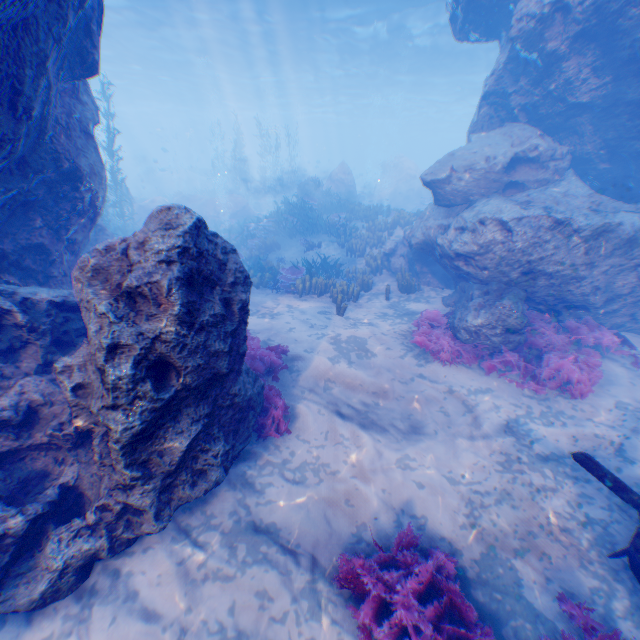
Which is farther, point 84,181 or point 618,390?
point 618,390

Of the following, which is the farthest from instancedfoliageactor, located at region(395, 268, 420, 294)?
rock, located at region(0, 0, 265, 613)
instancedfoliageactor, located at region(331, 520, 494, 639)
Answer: instancedfoliageactor, located at region(331, 520, 494, 639)

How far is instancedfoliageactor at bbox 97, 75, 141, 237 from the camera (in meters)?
14.08

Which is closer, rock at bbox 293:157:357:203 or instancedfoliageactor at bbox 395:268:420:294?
instancedfoliageactor at bbox 395:268:420:294

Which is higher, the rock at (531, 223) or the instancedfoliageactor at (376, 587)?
the rock at (531, 223)

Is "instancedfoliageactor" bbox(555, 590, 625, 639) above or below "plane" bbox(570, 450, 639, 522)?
below

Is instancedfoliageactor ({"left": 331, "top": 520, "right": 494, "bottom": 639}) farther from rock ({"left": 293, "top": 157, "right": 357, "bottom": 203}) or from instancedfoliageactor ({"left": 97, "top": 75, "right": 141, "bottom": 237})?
instancedfoliageactor ({"left": 97, "top": 75, "right": 141, "bottom": 237})

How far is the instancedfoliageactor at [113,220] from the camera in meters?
14.1 m
